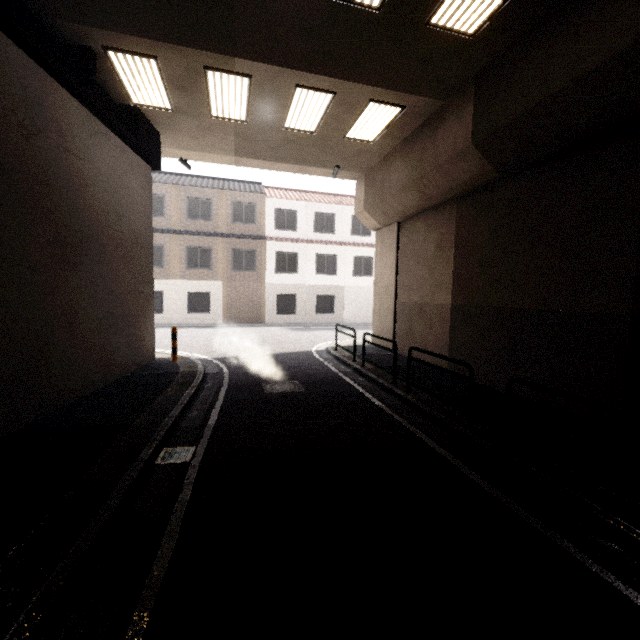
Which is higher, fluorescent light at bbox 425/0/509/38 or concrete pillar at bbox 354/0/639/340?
fluorescent light at bbox 425/0/509/38

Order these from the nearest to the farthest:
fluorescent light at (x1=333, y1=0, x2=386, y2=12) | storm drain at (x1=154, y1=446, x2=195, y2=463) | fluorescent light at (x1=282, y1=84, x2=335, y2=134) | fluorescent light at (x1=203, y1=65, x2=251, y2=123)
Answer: storm drain at (x1=154, y1=446, x2=195, y2=463) → fluorescent light at (x1=333, y1=0, x2=386, y2=12) → fluorescent light at (x1=203, y1=65, x2=251, y2=123) → fluorescent light at (x1=282, y1=84, x2=335, y2=134)

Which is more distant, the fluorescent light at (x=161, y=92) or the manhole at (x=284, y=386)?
the manhole at (x=284, y=386)

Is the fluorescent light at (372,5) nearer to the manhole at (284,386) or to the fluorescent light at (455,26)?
the fluorescent light at (455,26)

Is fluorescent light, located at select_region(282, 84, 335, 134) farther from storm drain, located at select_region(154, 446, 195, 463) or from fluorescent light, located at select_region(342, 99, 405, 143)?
storm drain, located at select_region(154, 446, 195, 463)

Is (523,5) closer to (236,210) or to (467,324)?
(467,324)

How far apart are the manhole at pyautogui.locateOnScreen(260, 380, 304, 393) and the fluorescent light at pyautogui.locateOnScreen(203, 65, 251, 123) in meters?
7.0 m

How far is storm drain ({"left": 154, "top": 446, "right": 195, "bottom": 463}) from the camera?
4.34m
